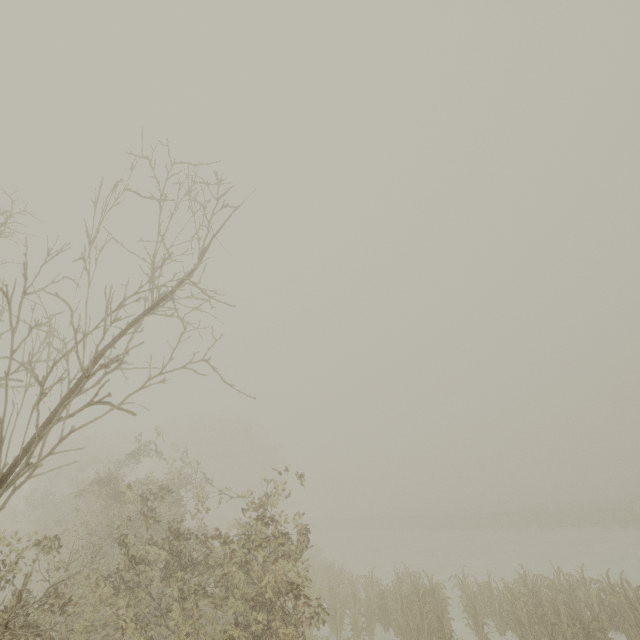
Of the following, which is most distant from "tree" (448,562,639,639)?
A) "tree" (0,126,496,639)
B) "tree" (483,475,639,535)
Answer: "tree" (483,475,639,535)

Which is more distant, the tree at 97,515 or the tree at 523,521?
the tree at 523,521

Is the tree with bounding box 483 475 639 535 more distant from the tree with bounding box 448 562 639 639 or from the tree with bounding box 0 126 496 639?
the tree with bounding box 0 126 496 639

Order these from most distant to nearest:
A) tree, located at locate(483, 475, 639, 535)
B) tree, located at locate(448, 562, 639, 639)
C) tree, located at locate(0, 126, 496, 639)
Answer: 1. tree, located at locate(483, 475, 639, 535)
2. tree, located at locate(448, 562, 639, 639)
3. tree, located at locate(0, 126, 496, 639)

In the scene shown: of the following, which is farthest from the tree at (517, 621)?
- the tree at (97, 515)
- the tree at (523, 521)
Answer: the tree at (523, 521)

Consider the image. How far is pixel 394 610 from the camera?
11.5 meters
